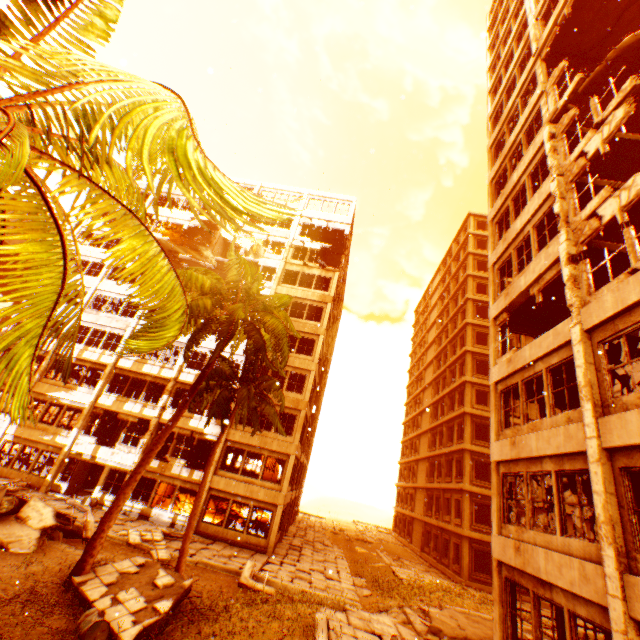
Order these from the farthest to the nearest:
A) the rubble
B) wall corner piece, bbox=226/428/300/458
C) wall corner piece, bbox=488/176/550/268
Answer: wall corner piece, bbox=226/428/300/458
wall corner piece, bbox=488/176/550/268
the rubble

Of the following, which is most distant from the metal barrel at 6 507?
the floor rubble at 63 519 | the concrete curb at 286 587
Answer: the floor rubble at 63 519

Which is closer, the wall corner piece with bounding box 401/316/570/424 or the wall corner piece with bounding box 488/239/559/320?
the wall corner piece with bounding box 401/316/570/424

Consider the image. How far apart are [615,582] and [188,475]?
21.2 meters

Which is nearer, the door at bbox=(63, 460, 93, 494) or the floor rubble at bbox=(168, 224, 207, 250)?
the door at bbox=(63, 460, 93, 494)

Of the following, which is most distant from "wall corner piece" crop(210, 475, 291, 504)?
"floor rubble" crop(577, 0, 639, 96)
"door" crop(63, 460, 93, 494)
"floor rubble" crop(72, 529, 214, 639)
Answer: "floor rubble" crop(577, 0, 639, 96)

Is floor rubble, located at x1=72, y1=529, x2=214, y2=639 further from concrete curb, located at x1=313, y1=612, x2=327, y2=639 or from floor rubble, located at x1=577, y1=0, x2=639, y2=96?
floor rubble, located at x1=577, y1=0, x2=639, y2=96

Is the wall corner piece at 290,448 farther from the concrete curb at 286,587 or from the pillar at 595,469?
the concrete curb at 286,587
